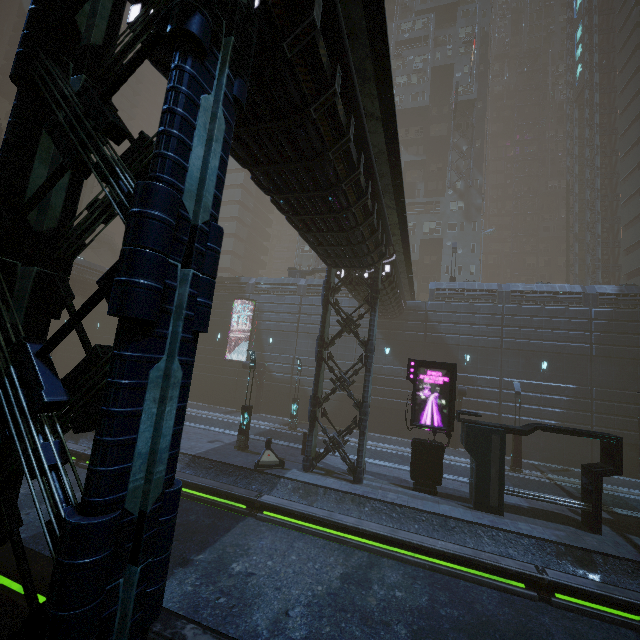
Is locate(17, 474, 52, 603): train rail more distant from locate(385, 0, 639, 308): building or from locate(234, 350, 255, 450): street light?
locate(234, 350, 255, 450): street light

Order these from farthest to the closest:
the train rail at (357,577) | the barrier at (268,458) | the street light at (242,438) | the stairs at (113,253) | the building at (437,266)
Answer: the stairs at (113,253) < the building at (437,266) < the street light at (242,438) < the barrier at (268,458) < the train rail at (357,577)

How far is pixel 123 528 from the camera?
2.9 meters

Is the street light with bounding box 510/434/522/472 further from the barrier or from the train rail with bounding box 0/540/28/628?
the barrier

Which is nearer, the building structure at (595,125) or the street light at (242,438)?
the street light at (242,438)

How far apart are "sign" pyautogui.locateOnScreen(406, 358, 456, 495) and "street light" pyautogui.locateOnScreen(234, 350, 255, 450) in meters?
8.6 m

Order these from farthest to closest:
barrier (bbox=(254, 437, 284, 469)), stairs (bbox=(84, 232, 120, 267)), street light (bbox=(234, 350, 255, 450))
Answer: stairs (bbox=(84, 232, 120, 267)), street light (bbox=(234, 350, 255, 450)), barrier (bbox=(254, 437, 284, 469))

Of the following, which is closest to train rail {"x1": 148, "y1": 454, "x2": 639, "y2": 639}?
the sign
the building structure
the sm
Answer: the sign
